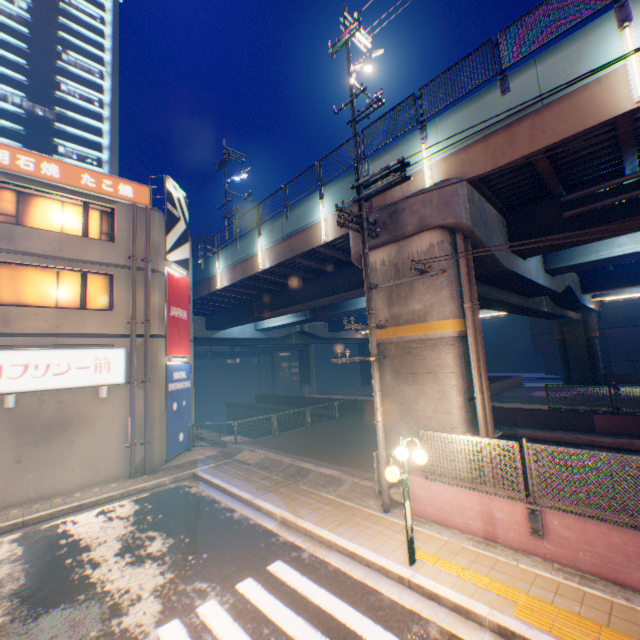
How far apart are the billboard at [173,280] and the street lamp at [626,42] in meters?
16.8

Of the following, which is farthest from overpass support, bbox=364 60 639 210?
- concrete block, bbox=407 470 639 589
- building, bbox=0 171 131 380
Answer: building, bbox=0 171 131 380

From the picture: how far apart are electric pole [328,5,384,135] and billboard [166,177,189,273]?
9.5 meters

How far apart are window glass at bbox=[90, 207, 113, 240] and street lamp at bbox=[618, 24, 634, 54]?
17.73m

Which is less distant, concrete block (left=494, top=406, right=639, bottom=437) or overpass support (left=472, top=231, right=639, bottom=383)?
overpass support (left=472, top=231, right=639, bottom=383)

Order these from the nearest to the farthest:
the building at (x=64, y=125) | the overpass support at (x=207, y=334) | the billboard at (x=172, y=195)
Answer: the overpass support at (x=207, y=334)
the billboard at (x=172, y=195)
the building at (x=64, y=125)

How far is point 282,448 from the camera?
15.0m

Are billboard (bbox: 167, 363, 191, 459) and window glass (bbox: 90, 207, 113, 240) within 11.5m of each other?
yes
